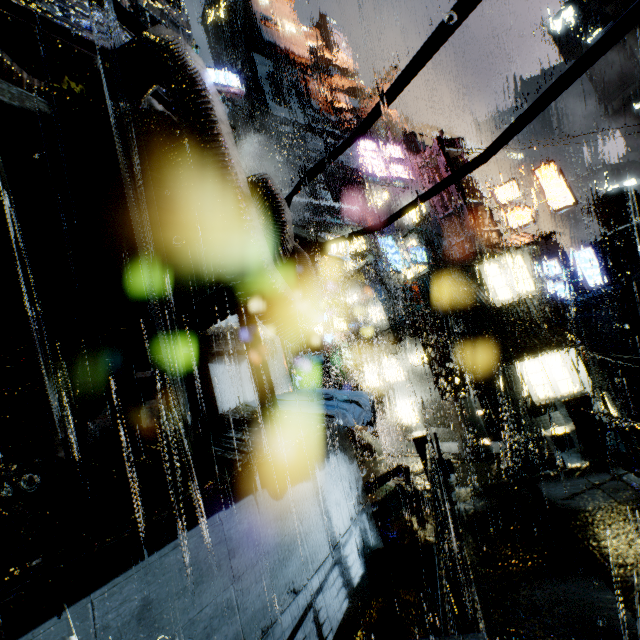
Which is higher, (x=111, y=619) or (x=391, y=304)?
(x=391, y=304)

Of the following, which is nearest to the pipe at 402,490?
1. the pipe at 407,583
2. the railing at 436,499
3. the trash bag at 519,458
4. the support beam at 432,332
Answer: the pipe at 407,583

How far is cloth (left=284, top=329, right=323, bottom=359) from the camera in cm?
1412

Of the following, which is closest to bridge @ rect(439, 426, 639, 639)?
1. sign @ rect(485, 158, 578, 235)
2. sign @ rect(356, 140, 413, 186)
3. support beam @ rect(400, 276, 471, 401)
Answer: support beam @ rect(400, 276, 471, 401)

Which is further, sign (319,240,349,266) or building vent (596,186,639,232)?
building vent (596,186,639,232)

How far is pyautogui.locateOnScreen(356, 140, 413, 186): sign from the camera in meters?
20.2

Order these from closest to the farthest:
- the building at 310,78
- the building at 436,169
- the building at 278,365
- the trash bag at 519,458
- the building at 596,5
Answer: the building at 278,365 → the trash bag at 519,458 → the building at 436,169 → the building at 310,78 → the building at 596,5

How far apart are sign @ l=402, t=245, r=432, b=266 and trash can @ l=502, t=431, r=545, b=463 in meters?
9.3
